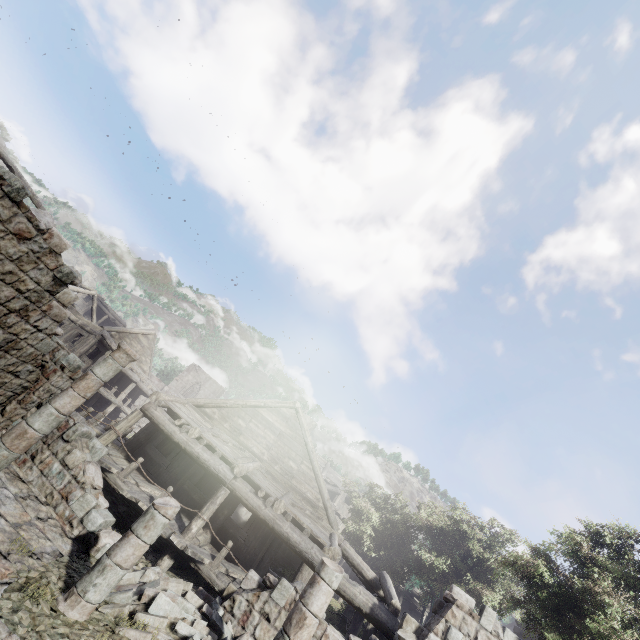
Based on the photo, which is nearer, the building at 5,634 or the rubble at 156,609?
the building at 5,634

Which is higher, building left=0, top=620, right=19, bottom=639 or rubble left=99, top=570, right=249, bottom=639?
rubble left=99, top=570, right=249, bottom=639

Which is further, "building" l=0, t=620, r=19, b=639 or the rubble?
the rubble

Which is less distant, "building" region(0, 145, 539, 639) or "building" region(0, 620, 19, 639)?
"building" region(0, 620, 19, 639)

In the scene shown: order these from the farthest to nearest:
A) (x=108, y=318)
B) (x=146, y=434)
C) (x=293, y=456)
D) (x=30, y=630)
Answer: (x=108, y=318) → (x=293, y=456) → (x=146, y=434) → (x=30, y=630)

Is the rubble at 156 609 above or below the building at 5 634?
above
